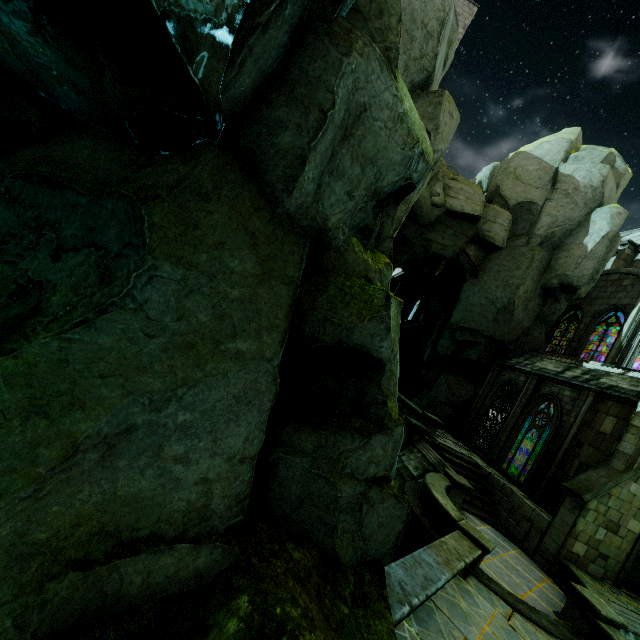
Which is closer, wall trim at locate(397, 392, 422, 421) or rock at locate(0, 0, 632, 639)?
rock at locate(0, 0, 632, 639)

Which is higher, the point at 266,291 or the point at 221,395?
the point at 266,291

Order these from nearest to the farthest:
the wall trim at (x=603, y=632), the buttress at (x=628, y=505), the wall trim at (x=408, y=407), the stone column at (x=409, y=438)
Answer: the wall trim at (x=603, y=632), the buttress at (x=628, y=505), the stone column at (x=409, y=438), the wall trim at (x=408, y=407)

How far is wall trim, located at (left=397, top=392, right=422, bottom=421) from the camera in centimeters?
1867cm

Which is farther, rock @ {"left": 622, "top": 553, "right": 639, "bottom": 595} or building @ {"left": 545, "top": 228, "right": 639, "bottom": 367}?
building @ {"left": 545, "top": 228, "right": 639, "bottom": 367}

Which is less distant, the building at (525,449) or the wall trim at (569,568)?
the wall trim at (569,568)

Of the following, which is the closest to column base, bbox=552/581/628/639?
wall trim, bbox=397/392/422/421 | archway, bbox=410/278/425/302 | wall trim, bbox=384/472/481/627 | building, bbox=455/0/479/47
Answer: wall trim, bbox=384/472/481/627

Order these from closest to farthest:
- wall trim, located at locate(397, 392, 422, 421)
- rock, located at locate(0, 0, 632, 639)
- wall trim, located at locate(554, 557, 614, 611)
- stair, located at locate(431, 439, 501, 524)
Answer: rock, located at locate(0, 0, 632, 639), wall trim, located at locate(554, 557, 614, 611), stair, located at locate(431, 439, 501, 524), wall trim, located at locate(397, 392, 422, 421)
